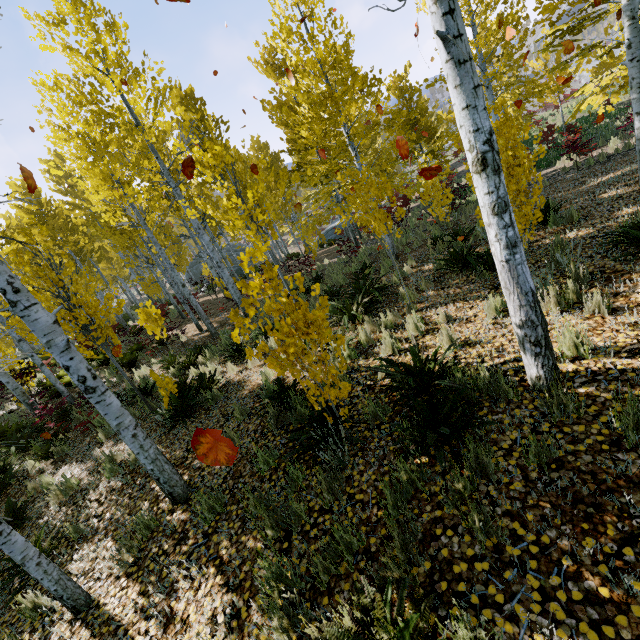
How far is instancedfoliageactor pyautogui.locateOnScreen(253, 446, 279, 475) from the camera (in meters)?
3.98

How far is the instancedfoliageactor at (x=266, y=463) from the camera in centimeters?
398cm

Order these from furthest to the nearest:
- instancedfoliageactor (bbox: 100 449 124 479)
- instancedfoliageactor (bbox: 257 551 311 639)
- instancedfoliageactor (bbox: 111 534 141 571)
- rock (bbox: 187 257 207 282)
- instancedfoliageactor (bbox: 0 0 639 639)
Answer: rock (bbox: 187 257 207 282)
instancedfoliageactor (bbox: 100 449 124 479)
instancedfoliageactor (bbox: 111 534 141 571)
instancedfoliageactor (bbox: 0 0 639 639)
instancedfoliageactor (bbox: 257 551 311 639)

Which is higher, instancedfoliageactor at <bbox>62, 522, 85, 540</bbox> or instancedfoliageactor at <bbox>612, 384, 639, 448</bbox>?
instancedfoliageactor at <bbox>612, 384, 639, 448</bbox>

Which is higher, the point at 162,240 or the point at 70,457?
the point at 162,240

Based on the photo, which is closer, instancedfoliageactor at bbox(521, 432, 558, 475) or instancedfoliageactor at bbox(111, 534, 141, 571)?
instancedfoliageactor at bbox(521, 432, 558, 475)
